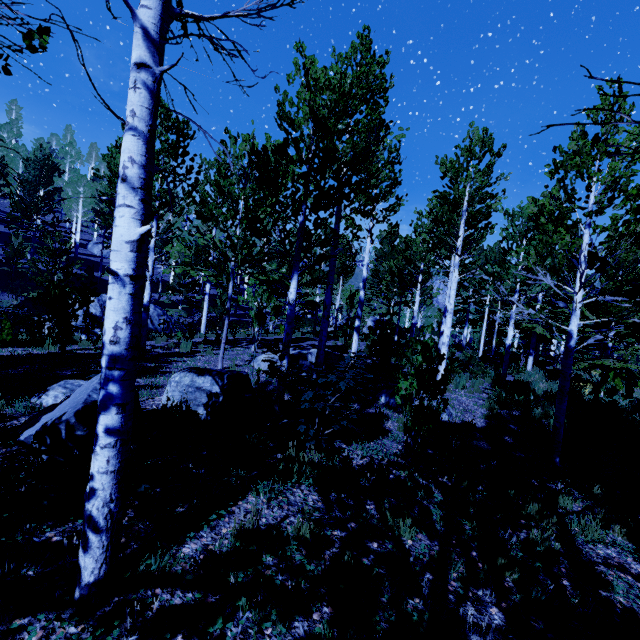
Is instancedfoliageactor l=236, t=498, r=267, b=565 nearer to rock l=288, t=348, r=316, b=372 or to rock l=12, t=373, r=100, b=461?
rock l=288, t=348, r=316, b=372

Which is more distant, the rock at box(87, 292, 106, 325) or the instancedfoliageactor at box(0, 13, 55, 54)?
the rock at box(87, 292, 106, 325)

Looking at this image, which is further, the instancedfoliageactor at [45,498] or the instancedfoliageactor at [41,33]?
the instancedfoliageactor at [45,498]

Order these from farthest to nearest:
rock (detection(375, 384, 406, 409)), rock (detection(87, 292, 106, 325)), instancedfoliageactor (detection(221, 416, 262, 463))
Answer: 1. rock (detection(87, 292, 106, 325))
2. rock (detection(375, 384, 406, 409))
3. instancedfoliageactor (detection(221, 416, 262, 463))

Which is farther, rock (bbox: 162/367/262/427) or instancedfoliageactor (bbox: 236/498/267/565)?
rock (bbox: 162/367/262/427)

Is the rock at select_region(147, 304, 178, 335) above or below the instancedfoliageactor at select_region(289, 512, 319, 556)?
above

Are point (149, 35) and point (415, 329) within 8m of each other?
A: no

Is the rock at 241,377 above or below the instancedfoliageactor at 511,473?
above
